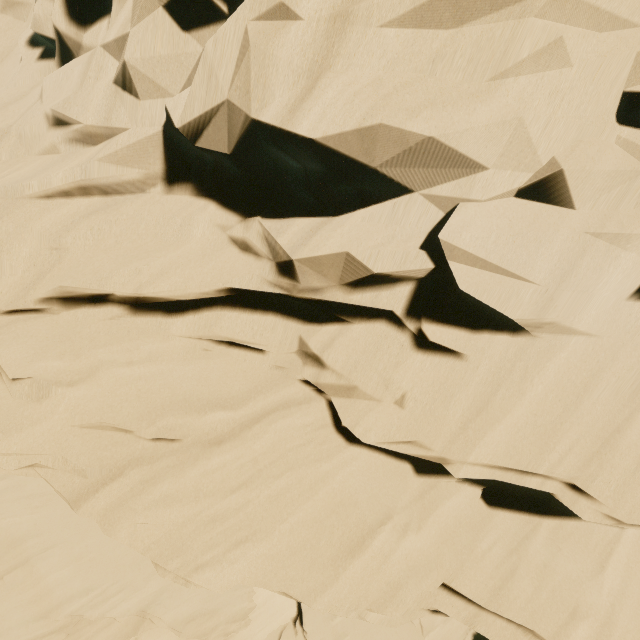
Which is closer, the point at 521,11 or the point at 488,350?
the point at 521,11
